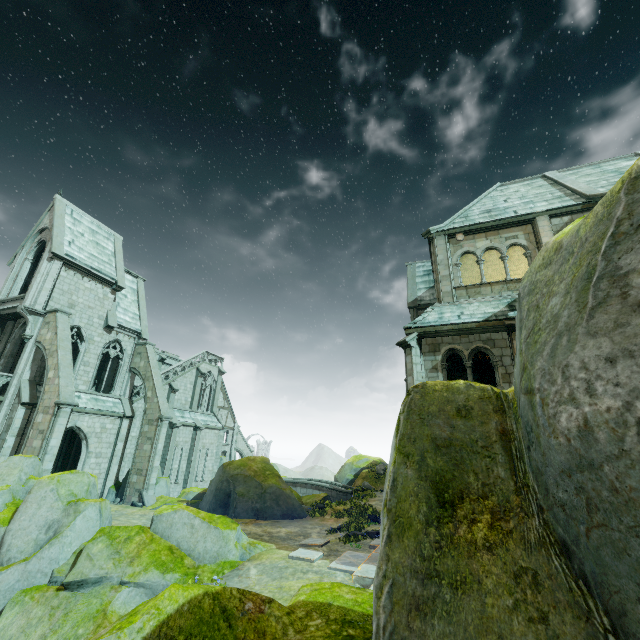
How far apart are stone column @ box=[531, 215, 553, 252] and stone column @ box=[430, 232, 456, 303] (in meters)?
3.47

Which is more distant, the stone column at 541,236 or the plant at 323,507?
the plant at 323,507

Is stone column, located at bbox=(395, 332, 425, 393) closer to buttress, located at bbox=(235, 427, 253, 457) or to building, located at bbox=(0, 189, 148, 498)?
building, located at bbox=(0, 189, 148, 498)

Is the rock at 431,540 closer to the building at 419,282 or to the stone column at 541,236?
the stone column at 541,236

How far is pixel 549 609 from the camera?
1.23m

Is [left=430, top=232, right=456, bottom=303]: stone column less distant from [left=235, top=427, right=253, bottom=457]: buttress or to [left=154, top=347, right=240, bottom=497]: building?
[left=154, top=347, right=240, bottom=497]: building

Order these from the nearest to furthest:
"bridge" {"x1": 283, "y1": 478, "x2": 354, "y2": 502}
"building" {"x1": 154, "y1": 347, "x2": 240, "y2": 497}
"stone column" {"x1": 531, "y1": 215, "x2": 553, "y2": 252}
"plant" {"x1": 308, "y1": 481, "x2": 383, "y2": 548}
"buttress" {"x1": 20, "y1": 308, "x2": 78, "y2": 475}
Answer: "stone column" {"x1": 531, "y1": 215, "x2": 553, "y2": 252}
"plant" {"x1": 308, "y1": 481, "x2": 383, "y2": 548}
"buttress" {"x1": 20, "y1": 308, "x2": 78, "y2": 475}
"building" {"x1": 154, "y1": 347, "x2": 240, "y2": 497}
"bridge" {"x1": 283, "y1": 478, "x2": 354, "y2": 502}

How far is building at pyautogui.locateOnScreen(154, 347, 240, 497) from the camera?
29.3m
